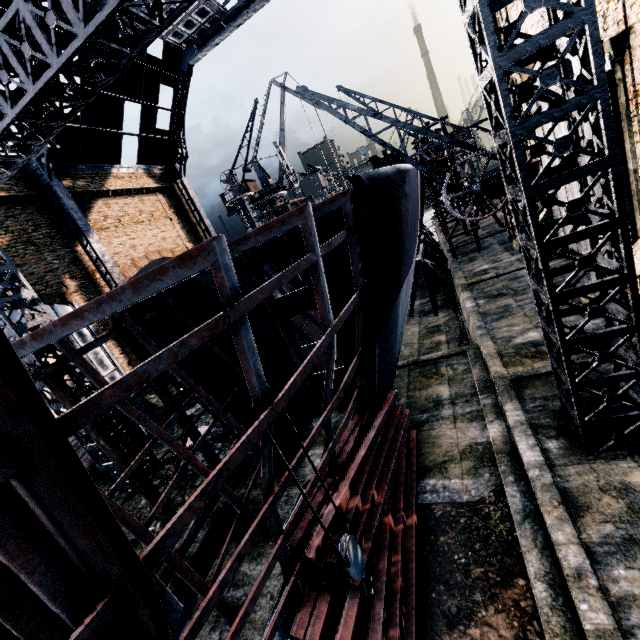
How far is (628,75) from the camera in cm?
1075

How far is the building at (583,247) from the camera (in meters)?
13.74

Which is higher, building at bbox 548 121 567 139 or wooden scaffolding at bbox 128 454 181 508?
building at bbox 548 121 567 139

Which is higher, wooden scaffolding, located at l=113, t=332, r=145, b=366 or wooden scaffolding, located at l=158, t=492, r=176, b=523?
wooden scaffolding, located at l=113, t=332, r=145, b=366

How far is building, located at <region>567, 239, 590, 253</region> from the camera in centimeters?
1374cm

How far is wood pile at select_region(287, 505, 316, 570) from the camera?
7.73m

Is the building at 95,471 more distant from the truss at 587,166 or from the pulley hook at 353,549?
the pulley hook at 353,549

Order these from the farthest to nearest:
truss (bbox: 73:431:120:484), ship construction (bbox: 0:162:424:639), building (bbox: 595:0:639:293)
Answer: truss (bbox: 73:431:120:484)
building (bbox: 595:0:639:293)
ship construction (bbox: 0:162:424:639)
